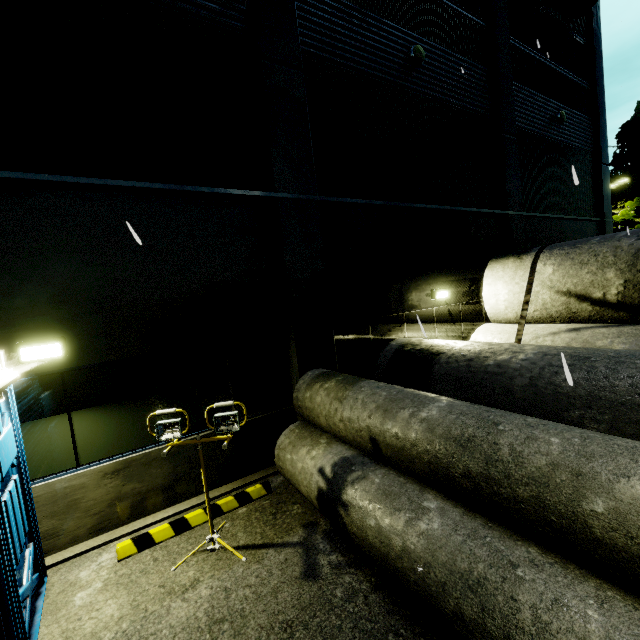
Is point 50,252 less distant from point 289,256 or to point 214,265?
point 214,265

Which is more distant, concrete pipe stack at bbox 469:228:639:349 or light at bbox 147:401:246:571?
concrete pipe stack at bbox 469:228:639:349

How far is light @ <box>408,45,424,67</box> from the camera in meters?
7.9

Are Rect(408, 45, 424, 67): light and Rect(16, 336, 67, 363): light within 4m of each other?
no

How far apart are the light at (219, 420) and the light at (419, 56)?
9.5m

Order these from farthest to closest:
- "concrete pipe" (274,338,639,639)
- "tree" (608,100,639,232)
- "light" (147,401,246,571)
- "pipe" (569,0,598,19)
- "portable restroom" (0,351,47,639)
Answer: "tree" (608,100,639,232) → "pipe" (569,0,598,19) → "light" (147,401,246,571) → "portable restroom" (0,351,47,639) → "concrete pipe" (274,338,639,639)

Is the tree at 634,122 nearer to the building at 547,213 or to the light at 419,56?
the building at 547,213

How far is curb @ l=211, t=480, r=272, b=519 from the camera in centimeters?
489cm
